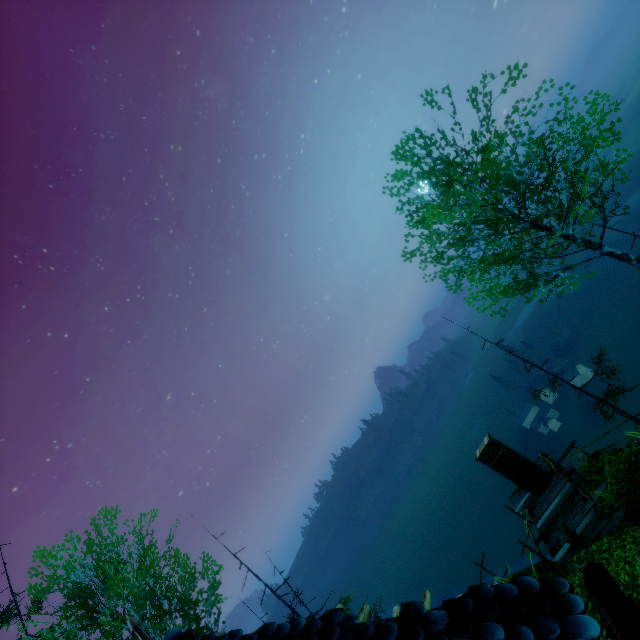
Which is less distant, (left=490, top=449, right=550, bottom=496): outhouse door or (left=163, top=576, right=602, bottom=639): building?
(left=163, top=576, right=602, bottom=639): building

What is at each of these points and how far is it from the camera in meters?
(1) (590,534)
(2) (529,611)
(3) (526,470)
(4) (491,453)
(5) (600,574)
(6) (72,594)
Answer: (1) wooden platform, 10.4 m
(2) building, 2.3 m
(3) outhouse door, 13.9 m
(4) outhouse, 14.5 m
(5) gutter, 2.4 m
(6) tree, 12.3 m

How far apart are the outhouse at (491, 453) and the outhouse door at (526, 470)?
0.02m

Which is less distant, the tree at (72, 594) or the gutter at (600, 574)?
the gutter at (600, 574)

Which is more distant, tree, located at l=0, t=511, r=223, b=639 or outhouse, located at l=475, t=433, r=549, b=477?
outhouse, located at l=475, t=433, r=549, b=477

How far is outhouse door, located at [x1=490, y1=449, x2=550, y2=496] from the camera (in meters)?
13.72

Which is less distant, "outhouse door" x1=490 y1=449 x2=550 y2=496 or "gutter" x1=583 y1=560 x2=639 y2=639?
"gutter" x1=583 y1=560 x2=639 y2=639

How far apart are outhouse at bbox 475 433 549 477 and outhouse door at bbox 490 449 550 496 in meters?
0.0
